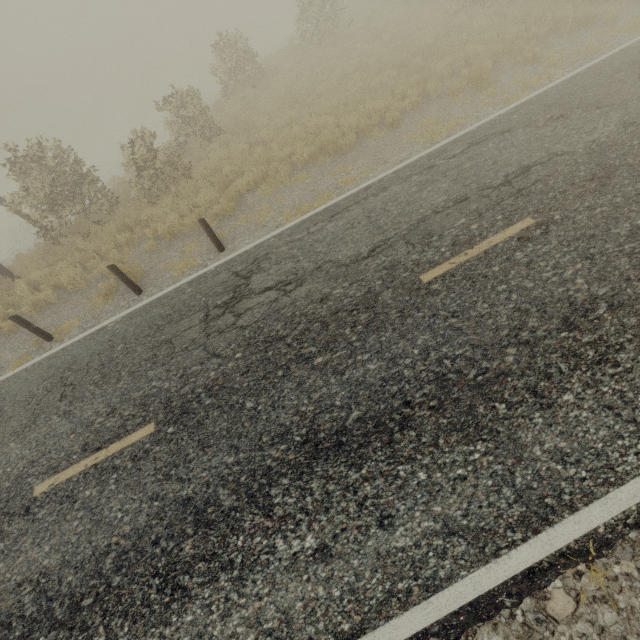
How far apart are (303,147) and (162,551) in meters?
10.1
